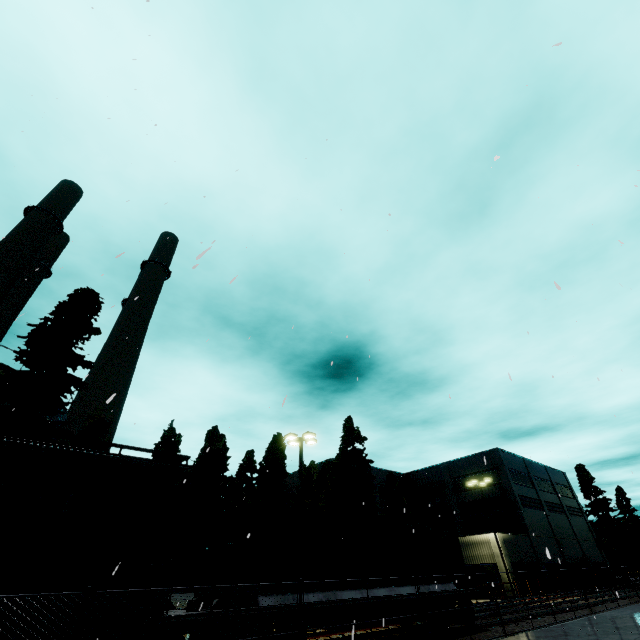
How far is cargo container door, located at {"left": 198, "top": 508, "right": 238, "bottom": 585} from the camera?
9.90m

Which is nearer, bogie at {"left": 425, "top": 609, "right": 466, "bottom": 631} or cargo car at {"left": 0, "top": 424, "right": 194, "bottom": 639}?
cargo car at {"left": 0, "top": 424, "right": 194, "bottom": 639}

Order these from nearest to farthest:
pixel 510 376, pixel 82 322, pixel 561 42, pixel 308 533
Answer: pixel 561 42 → pixel 510 376 → pixel 308 533 → pixel 82 322

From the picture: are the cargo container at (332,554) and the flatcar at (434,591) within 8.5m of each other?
yes

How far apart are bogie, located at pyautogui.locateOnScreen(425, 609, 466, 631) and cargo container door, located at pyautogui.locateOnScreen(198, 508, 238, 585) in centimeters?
950cm

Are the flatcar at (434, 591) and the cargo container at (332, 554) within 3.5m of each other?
yes

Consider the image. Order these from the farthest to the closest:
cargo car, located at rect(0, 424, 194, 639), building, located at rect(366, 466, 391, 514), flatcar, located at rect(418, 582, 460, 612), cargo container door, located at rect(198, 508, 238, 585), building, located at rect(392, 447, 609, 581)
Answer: building, located at rect(366, 466, 391, 514)
building, located at rect(392, 447, 609, 581)
flatcar, located at rect(418, 582, 460, 612)
cargo container door, located at rect(198, 508, 238, 585)
cargo car, located at rect(0, 424, 194, 639)

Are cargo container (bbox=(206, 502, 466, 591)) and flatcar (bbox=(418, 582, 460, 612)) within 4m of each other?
yes
